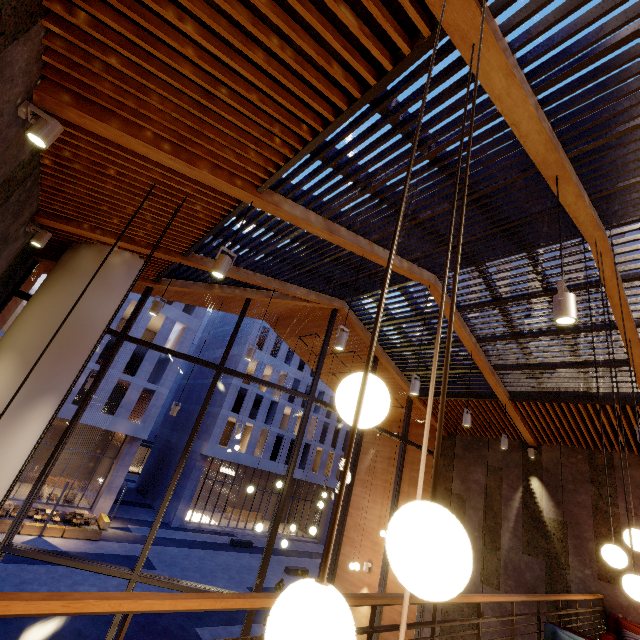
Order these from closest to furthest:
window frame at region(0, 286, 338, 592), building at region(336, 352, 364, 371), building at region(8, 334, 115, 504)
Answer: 1. window frame at region(0, 286, 338, 592)
2. building at region(336, 352, 364, 371)
3. building at region(8, 334, 115, 504)

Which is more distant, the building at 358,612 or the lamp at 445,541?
the building at 358,612

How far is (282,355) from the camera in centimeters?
3612cm

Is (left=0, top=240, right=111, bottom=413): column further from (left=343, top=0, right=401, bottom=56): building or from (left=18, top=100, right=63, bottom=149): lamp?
(left=18, top=100, right=63, bottom=149): lamp

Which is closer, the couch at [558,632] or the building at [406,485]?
the couch at [558,632]

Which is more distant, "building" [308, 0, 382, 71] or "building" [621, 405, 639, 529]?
"building" [621, 405, 639, 529]

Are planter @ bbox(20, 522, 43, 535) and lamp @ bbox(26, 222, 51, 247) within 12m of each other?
no

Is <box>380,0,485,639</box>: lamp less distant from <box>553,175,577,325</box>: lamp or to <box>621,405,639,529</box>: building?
<box>621,405,639,529</box>: building
